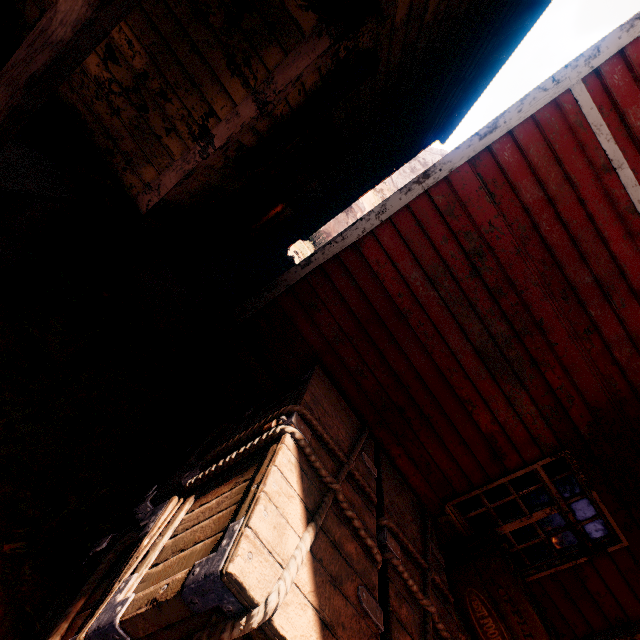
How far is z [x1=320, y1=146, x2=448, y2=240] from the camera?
23.08m

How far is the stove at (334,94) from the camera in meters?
3.3 m

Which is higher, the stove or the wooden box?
the stove

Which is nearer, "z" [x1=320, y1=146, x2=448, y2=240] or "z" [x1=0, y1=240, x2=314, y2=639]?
"z" [x1=0, y1=240, x2=314, y2=639]

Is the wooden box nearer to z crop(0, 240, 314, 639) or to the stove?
z crop(0, 240, 314, 639)

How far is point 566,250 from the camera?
3.1 meters

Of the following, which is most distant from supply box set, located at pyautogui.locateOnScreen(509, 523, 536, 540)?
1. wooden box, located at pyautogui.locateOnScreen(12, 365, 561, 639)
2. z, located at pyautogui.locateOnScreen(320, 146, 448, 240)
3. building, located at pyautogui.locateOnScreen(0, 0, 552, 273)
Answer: wooden box, located at pyautogui.locateOnScreen(12, 365, 561, 639)

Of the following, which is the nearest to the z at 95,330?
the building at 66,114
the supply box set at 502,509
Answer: the building at 66,114
